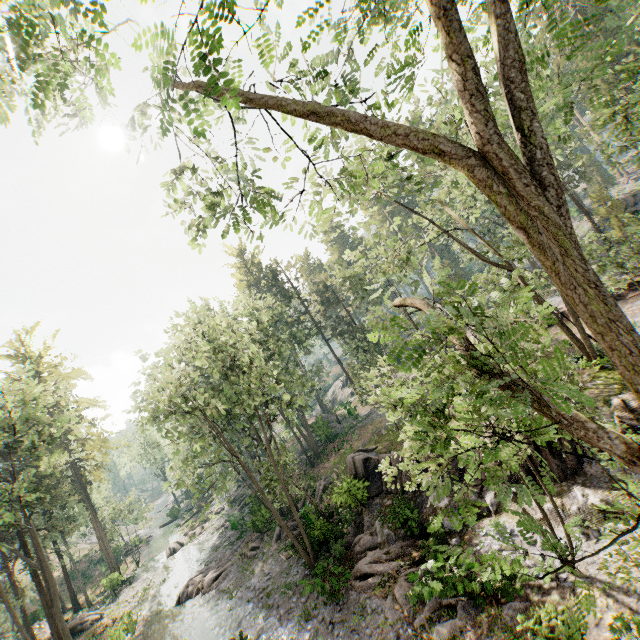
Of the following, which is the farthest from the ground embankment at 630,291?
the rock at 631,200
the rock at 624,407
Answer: the rock at 631,200

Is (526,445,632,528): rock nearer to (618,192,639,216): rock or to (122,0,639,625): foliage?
(122,0,639,625): foliage

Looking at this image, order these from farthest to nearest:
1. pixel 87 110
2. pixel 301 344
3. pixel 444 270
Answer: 1. pixel 301 344
2. pixel 444 270
3. pixel 87 110

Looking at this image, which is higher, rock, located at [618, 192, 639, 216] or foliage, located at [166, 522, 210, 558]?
rock, located at [618, 192, 639, 216]

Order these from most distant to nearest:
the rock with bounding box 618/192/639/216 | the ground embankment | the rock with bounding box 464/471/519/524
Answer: the rock with bounding box 618/192/639/216 → the ground embankment → the rock with bounding box 464/471/519/524

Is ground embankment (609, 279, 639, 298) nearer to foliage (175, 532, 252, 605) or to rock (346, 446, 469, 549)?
foliage (175, 532, 252, 605)

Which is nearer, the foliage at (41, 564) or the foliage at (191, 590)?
the foliage at (41, 564)
